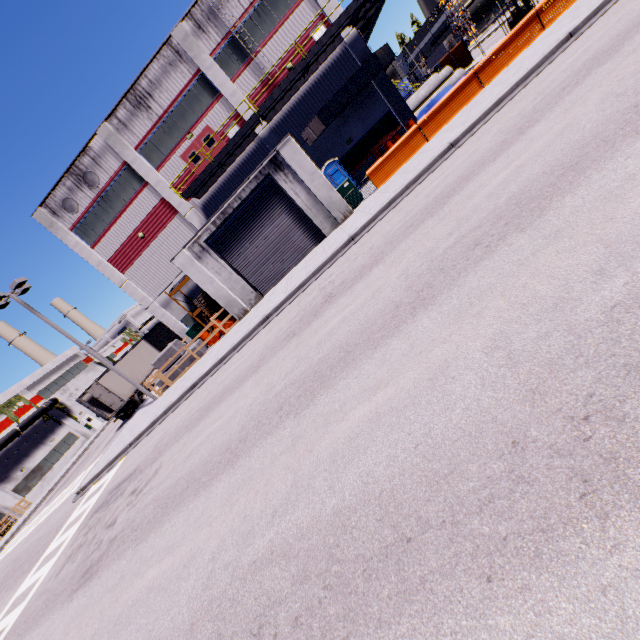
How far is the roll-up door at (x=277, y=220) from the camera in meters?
17.0

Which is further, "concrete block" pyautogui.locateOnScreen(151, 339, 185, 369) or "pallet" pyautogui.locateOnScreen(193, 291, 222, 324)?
"pallet" pyautogui.locateOnScreen(193, 291, 222, 324)

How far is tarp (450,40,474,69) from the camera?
26.6 meters

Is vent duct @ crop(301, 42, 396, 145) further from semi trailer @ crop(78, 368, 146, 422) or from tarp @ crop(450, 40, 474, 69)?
semi trailer @ crop(78, 368, 146, 422)

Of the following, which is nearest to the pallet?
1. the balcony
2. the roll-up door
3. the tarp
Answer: the roll-up door

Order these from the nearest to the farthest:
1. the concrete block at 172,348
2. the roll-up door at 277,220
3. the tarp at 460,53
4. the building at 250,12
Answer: the roll-up door at 277,220, the concrete block at 172,348, the building at 250,12, the tarp at 460,53

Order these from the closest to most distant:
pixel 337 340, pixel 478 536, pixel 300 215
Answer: pixel 478 536
pixel 337 340
pixel 300 215

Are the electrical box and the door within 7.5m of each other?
no
